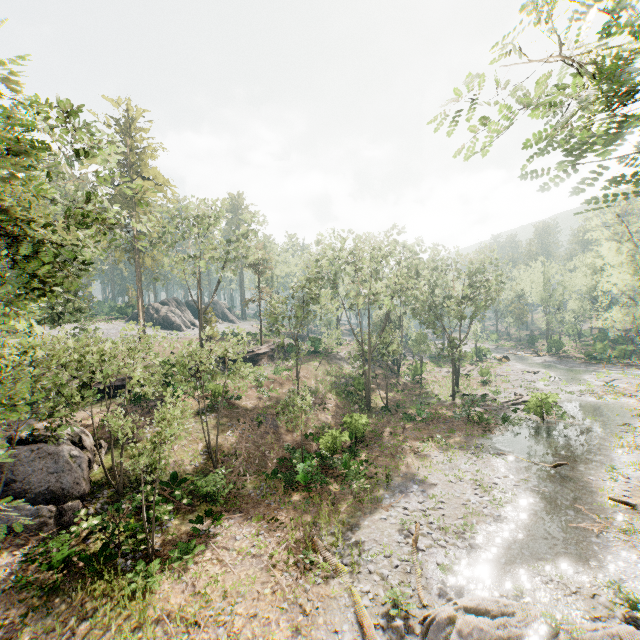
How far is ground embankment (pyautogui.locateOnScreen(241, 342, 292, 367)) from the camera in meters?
40.5

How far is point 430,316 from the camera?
35.2 meters

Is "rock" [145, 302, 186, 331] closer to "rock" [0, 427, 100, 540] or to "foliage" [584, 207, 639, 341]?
"foliage" [584, 207, 639, 341]

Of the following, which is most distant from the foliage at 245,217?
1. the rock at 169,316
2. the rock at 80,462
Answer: the rock at 80,462

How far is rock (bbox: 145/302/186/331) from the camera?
57.2 meters

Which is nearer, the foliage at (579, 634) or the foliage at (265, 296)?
the foliage at (265, 296)

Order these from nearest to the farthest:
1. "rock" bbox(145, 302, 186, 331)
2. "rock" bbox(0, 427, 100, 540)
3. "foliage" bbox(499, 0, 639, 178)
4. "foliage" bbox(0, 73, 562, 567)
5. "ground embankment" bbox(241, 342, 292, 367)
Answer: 1. "foliage" bbox(499, 0, 639, 178)
2. "foliage" bbox(0, 73, 562, 567)
3. "rock" bbox(0, 427, 100, 540)
4. "ground embankment" bbox(241, 342, 292, 367)
5. "rock" bbox(145, 302, 186, 331)

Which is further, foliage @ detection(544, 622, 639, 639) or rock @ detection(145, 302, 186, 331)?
rock @ detection(145, 302, 186, 331)
